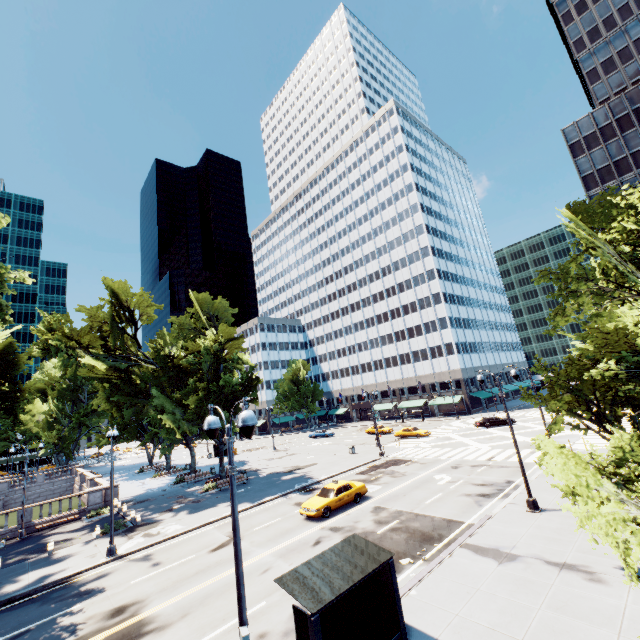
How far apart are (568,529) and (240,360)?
31.1 meters

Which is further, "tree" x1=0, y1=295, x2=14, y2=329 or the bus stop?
"tree" x1=0, y1=295, x2=14, y2=329

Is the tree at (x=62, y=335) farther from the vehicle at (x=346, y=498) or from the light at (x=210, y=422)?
the vehicle at (x=346, y=498)

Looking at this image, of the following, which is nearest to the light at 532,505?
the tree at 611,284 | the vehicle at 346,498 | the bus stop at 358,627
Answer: the tree at 611,284

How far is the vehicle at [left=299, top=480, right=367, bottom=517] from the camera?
20.48m

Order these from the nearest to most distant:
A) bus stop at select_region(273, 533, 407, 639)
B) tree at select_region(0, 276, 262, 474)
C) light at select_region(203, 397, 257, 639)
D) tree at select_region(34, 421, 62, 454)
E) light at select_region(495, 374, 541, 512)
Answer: light at select_region(203, 397, 257, 639), bus stop at select_region(273, 533, 407, 639), light at select_region(495, 374, 541, 512), tree at select_region(0, 276, 262, 474), tree at select_region(34, 421, 62, 454)

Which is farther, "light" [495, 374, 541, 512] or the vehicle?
the vehicle

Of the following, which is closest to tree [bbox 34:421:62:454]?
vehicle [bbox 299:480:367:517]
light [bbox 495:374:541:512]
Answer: light [bbox 495:374:541:512]
